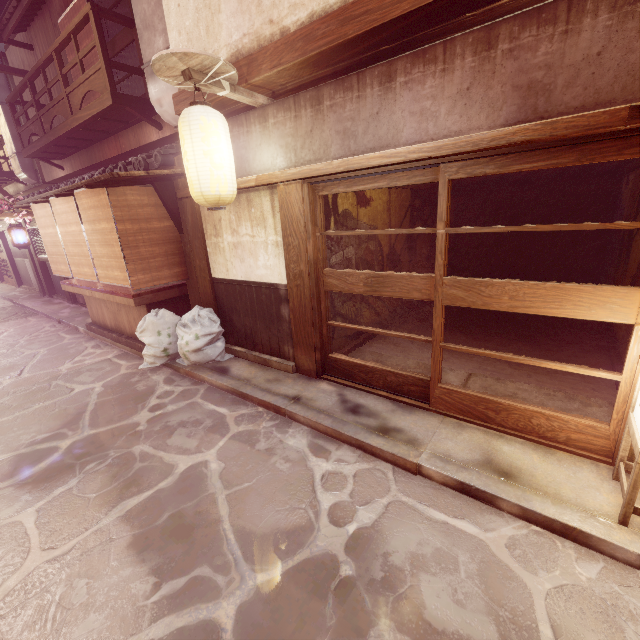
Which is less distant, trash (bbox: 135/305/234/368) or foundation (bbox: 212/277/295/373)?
foundation (bbox: 212/277/295/373)

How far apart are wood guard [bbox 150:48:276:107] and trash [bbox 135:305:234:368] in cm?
571

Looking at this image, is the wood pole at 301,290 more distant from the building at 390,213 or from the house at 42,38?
the house at 42,38

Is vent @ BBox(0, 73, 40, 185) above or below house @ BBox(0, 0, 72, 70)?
below

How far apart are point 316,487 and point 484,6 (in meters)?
8.85

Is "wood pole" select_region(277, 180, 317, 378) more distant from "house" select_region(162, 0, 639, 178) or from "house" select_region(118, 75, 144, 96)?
"house" select_region(118, 75, 144, 96)

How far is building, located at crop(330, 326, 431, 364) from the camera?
10.0 meters

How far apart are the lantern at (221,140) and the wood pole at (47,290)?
21.9 meters
